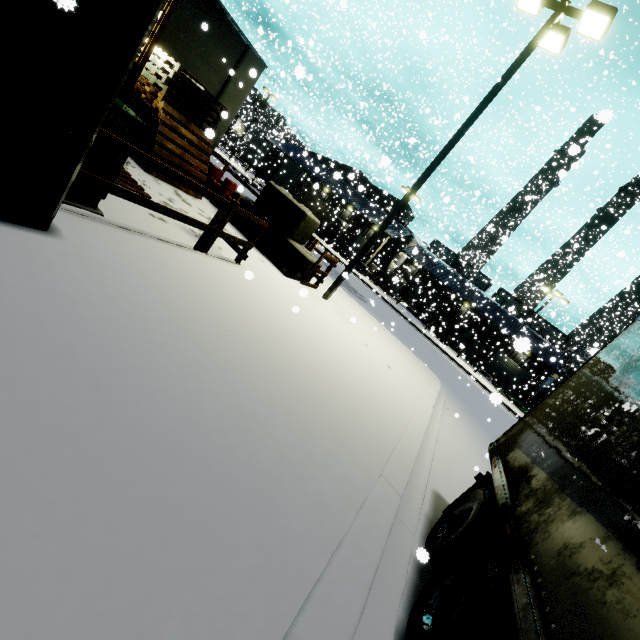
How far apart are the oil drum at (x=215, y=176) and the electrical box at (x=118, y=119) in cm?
648

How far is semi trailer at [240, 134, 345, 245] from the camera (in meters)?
32.38

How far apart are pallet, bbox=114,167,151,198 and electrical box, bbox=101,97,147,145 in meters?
0.0

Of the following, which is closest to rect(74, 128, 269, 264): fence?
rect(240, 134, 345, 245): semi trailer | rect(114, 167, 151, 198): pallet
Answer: rect(114, 167, 151, 198): pallet

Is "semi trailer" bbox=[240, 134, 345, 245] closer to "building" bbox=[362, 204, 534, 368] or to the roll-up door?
"building" bbox=[362, 204, 534, 368]

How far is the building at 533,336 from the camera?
25.6m

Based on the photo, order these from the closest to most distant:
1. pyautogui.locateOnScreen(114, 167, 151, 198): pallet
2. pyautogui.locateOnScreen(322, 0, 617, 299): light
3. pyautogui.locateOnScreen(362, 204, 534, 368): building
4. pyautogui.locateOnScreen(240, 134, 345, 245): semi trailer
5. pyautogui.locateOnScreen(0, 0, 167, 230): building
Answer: pyautogui.locateOnScreen(0, 0, 167, 230): building → pyautogui.locateOnScreen(114, 167, 151, 198): pallet → pyautogui.locateOnScreen(322, 0, 617, 299): light → pyautogui.locateOnScreen(240, 134, 345, 245): semi trailer → pyautogui.locateOnScreen(362, 204, 534, 368): building

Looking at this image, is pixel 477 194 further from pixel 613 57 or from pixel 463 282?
pixel 463 282
